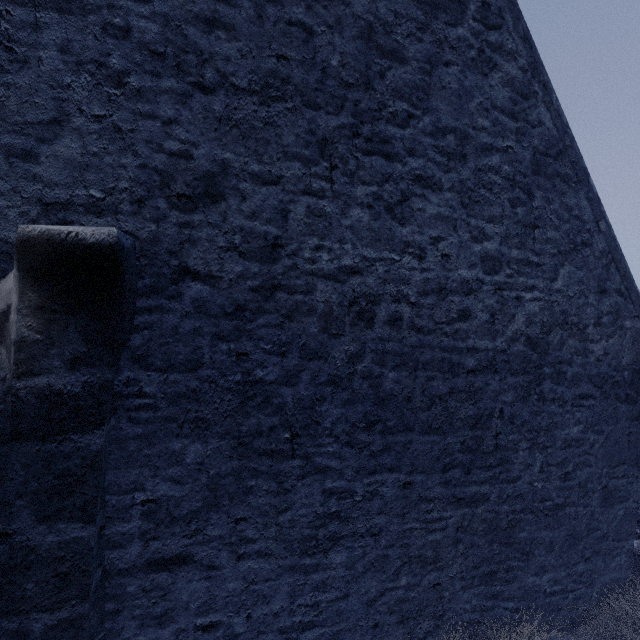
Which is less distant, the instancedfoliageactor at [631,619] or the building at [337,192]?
the building at [337,192]

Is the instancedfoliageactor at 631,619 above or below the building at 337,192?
below

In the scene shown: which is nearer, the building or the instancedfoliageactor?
the building

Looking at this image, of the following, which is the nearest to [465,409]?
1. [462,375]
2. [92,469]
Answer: [462,375]

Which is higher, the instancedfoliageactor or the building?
the building
